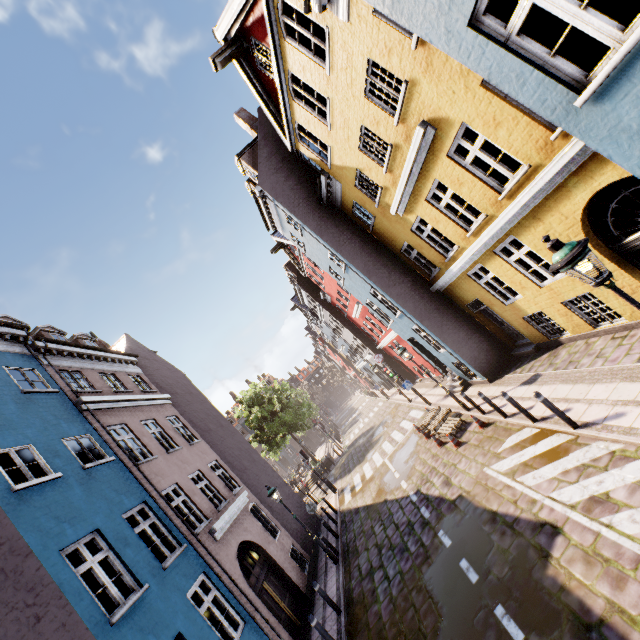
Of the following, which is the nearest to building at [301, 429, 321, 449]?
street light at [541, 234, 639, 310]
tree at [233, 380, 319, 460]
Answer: tree at [233, 380, 319, 460]

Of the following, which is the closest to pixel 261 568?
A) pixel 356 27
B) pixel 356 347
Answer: pixel 356 27

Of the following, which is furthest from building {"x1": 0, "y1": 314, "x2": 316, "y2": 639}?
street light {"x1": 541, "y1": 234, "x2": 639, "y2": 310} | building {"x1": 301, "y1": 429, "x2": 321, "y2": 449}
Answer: building {"x1": 301, "y1": 429, "x2": 321, "y2": 449}

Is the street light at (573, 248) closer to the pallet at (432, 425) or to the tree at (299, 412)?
the pallet at (432, 425)

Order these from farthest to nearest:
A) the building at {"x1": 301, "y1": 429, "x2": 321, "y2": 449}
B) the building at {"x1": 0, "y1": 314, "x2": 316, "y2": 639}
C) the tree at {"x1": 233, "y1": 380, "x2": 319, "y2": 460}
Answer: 1. the building at {"x1": 301, "y1": 429, "x2": 321, "y2": 449}
2. the tree at {"x1": 233, "y1": 380, "x2": 319, "y2": 460}
3. the building at {"x1": 0, "y1": 314, "x2": 316, "y2": 639}

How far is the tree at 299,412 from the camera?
30.39m

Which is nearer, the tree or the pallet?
the pallet

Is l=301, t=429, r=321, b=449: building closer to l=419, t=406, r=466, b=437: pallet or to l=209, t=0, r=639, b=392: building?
l=209, t=0, r=639, b=392: building
